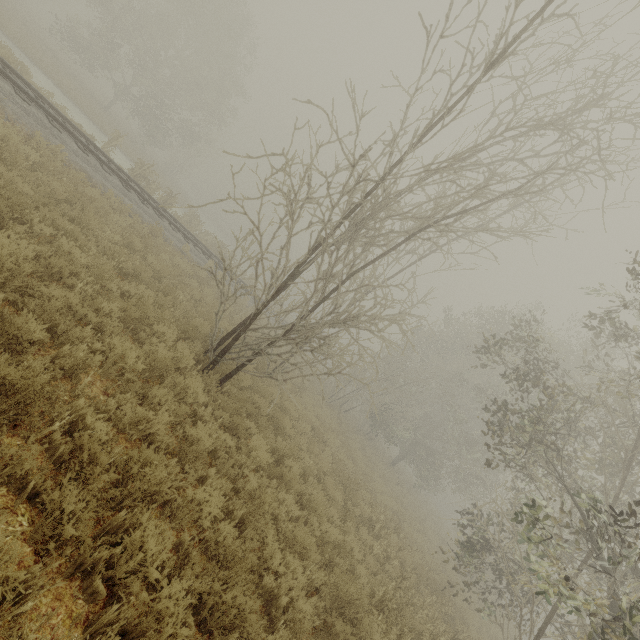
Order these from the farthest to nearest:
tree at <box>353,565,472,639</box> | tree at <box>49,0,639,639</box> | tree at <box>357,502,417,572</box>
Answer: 1. tree at <box>357,502,417,572</box>
2. tree at <box>49,0,639,639</box>
3. tree at <box>353,565,472,639</box>

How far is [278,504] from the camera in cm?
671

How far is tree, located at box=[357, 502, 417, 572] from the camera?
9.0m

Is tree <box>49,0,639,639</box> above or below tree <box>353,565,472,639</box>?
above

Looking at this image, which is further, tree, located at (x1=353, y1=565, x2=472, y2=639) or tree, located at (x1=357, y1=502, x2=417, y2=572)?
tree, located at (x1=357, y1=502, x2=417, y2=572)

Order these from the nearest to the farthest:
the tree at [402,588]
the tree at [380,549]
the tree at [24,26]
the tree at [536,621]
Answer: the tree at [402,588] < the tree at [536,621] < the tree at [380,549] < the tree at [24,26]

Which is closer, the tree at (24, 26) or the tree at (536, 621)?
the tree at (536, 621)
